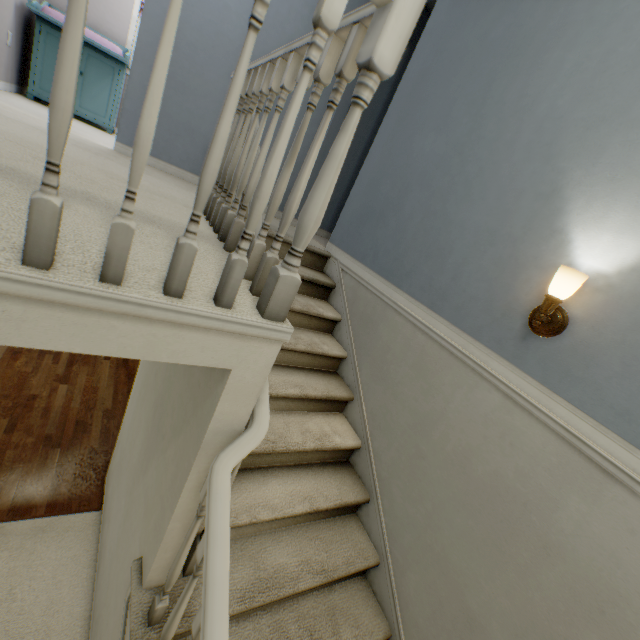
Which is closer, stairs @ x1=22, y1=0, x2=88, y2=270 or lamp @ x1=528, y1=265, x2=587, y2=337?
stairs @ x1=22, y1=0, x2=88, y2=270

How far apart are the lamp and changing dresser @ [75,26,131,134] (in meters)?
4.68

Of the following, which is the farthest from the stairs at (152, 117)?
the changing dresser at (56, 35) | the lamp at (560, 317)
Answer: the changing dresser at (56, 35)

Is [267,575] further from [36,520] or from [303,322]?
[36,520]

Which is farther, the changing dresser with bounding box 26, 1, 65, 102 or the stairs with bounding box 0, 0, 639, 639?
the changing dresser with bounding box 26, 1, 65, 102

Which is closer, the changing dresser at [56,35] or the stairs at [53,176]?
the stairs at [53,176]

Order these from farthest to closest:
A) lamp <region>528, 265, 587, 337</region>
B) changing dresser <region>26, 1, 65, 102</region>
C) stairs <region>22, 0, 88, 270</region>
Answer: changing dresser <region>26, 1, 65, 102</region> < lamp <region>528, 265, 587, 337</region> < stairs <region>22, 0, 88, 270</region>
